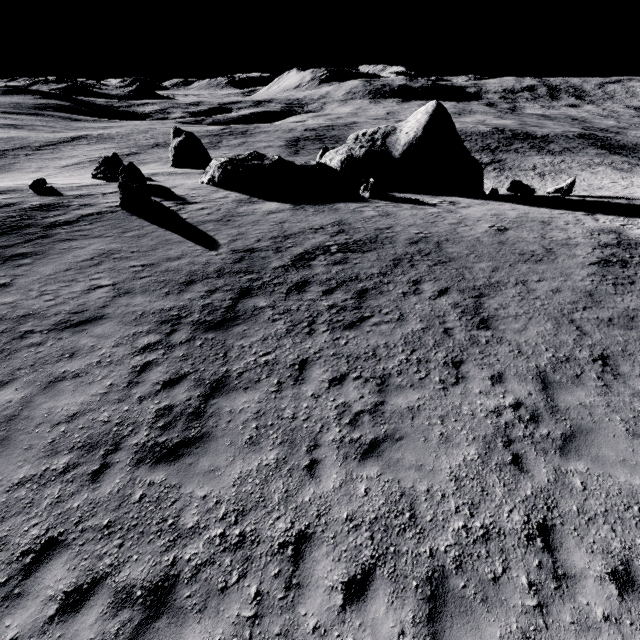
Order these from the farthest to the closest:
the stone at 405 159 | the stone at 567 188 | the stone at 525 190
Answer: the stone at 567 188 → the stone at 525 190 → the stone at 405 159

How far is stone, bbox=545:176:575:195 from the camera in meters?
26.1

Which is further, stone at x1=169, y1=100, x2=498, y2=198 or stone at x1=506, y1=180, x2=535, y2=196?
stone at x1=506, y1=180, x2=535, y2=196

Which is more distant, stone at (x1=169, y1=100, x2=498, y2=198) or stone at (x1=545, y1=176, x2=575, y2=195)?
stone at (x1=545, y1=176, x2=575, y2=195)

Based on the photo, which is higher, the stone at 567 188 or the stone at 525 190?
the stone at 525 190

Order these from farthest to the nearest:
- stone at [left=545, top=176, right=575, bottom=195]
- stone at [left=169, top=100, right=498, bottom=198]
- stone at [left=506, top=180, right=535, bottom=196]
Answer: stone at [left=545, top=176, right=575, bottom=195]
stone at [left=506, top=180, right=535, bottom=196]
stone at [left=169, top=100, right=498, bottom=198]

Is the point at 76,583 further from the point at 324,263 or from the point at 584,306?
the point at 584,306
